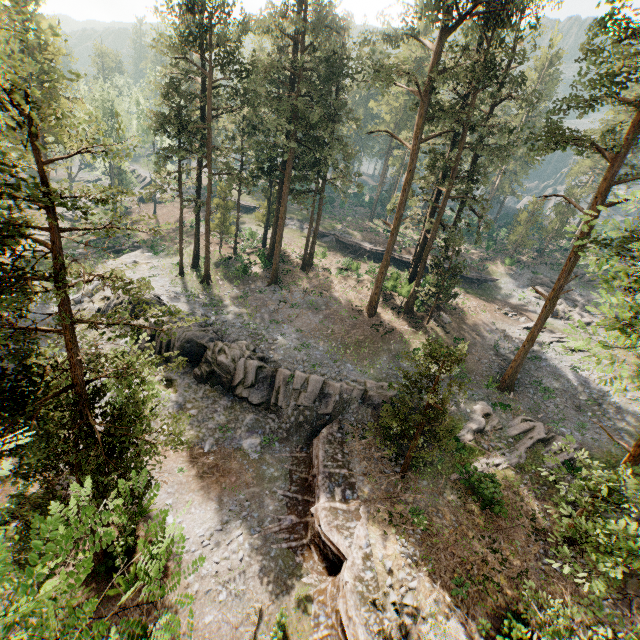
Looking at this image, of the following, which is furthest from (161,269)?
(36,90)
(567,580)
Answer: (567,580)

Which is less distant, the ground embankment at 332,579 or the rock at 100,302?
the ground embankment at 332,579

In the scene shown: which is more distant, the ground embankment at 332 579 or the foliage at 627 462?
the ground embankment at 332 579

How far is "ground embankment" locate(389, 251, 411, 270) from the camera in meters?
44.8

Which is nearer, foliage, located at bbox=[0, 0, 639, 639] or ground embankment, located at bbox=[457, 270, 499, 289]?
foliage, located at bbox=[0, 0, 639, 639]

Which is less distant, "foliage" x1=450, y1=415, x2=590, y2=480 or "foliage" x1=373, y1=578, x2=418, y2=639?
"foliage" x1=450, y1=415, x2=590, y2=480
